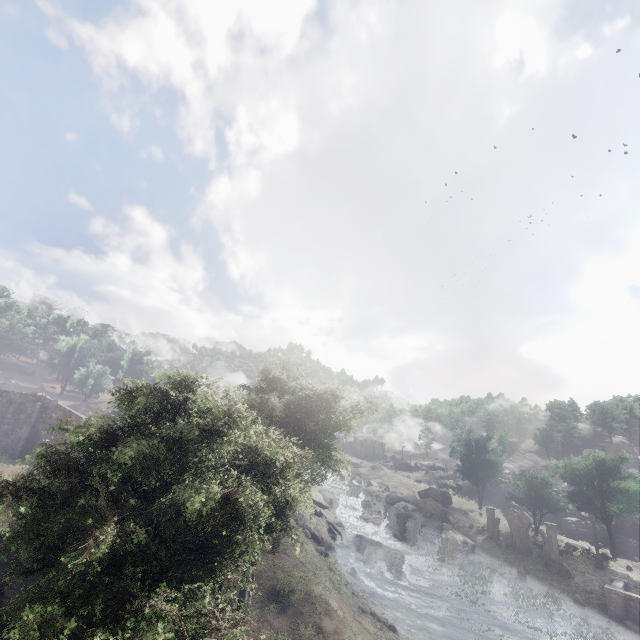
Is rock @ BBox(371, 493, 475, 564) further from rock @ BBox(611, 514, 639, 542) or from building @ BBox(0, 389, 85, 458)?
rock @ BBox(611, 514, 639, 542)

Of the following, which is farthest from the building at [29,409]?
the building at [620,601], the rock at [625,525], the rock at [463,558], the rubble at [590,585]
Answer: the rock at [625,525]

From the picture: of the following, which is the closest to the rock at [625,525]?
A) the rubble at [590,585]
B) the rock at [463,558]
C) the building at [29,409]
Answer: the rubble at [590,585]

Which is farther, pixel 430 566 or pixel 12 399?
pixel 430 566

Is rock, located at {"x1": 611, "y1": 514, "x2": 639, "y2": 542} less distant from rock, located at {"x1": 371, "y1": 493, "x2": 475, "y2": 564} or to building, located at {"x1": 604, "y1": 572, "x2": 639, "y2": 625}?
building, located at {"x1": 604, "y1": 572, "x2": 639, "y2": 625}

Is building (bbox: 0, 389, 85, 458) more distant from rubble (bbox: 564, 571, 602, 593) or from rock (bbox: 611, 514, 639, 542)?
rock (bbox: 611, 514, 639, 542)

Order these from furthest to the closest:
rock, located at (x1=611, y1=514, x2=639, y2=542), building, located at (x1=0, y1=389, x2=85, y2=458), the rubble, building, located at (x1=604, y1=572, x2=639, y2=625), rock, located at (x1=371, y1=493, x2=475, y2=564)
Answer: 1. rock, located at (x1=611, y1=514, x2=639, y2=542)
2. rock, located at (x1=371, y1=493, x2=475, y2=564)
3. the rubble
4. building, located at (x1=0, y1=389, x2=85, y2=458)
5. building, located at (x1=604, y1=572, x2=639, y2=625)

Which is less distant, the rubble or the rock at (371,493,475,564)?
the rubble
